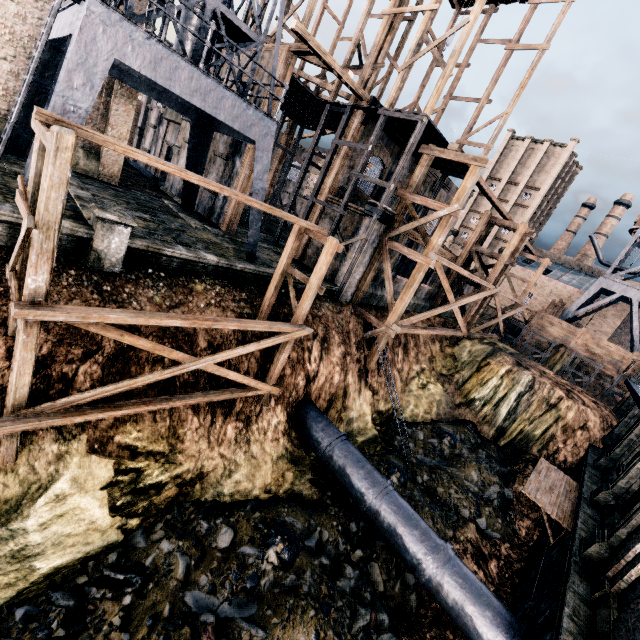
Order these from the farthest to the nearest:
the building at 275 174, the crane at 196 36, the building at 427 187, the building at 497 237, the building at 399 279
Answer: the building at 497 237 → the building at 275 174 → the building at 427 187 → the building at 399 279 → the crane at 196 36

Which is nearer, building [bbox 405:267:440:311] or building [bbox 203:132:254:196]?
building [bbox 203:132:254:196]

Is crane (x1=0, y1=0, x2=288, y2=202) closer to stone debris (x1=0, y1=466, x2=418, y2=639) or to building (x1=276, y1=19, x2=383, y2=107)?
building (x1=276, y1=19, x2=383, y2=107)

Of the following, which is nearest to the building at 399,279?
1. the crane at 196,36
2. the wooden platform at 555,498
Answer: the crane at 196,36

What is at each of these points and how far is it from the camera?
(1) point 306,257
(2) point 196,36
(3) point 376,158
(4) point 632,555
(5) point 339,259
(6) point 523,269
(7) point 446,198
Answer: (1) building, 23.98m
(2) crane, 11.70m
(3) building, 24.41m
(4) building, 9.27m
(5) building, 21.86m
(6) building, 55.88m
(7) building, 33.00m

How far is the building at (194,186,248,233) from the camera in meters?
21.7

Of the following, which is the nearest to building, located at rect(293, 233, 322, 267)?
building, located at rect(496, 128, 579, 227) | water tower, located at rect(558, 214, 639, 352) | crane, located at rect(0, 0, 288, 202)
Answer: crane, located at rect(0, 0, 288, 202)
